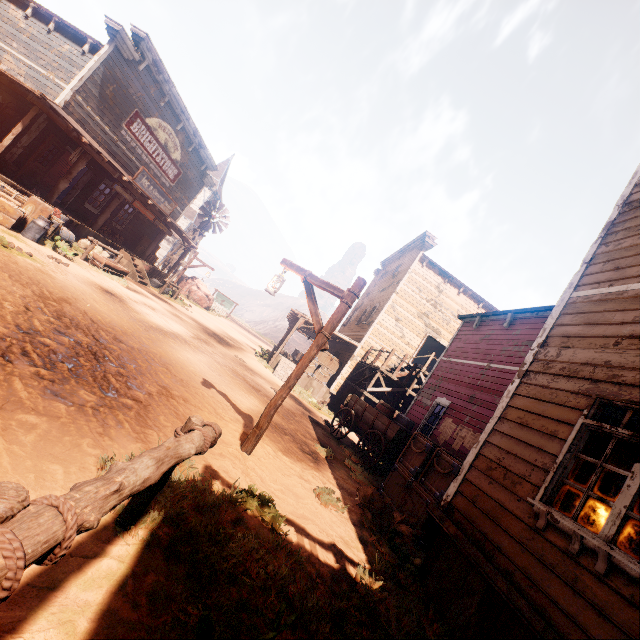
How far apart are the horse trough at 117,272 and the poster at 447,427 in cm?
1348

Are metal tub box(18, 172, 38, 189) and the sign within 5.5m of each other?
no

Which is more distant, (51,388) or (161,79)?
(161,79)

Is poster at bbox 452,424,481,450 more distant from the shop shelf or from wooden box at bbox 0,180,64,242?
the shop shelf

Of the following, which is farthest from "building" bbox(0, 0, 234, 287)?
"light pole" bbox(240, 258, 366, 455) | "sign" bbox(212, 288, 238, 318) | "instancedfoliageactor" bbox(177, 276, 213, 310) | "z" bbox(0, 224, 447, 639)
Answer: "sign" bbox(212, 288, 238, 318)

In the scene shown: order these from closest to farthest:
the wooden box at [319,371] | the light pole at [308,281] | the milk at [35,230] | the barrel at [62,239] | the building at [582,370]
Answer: the building at [582,370], the light pole at [308,281], the milk at [35,230], the barrel at [62,239], the wooden box at [319,371]

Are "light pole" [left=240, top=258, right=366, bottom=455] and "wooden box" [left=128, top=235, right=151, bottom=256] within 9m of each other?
no

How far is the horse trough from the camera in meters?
12.1
